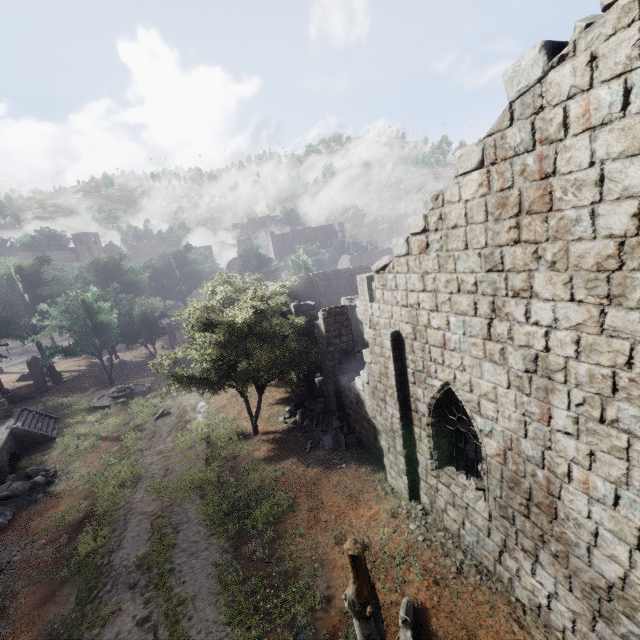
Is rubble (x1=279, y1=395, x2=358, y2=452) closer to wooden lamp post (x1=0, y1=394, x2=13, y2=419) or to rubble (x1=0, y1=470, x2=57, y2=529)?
rubble (x1=0, y1=470, x2=57, y2=529)

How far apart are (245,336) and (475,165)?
12.0m

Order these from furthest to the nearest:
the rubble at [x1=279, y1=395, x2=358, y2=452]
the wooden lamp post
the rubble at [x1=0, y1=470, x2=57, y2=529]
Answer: the wooden lamp post < the rubble at [x1=279, y1=395, x2=358, y2=452] < the rubble at [x1=0, y1=470, x2=57, y2=529]

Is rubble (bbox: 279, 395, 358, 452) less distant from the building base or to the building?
the building

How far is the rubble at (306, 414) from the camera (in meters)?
14.68

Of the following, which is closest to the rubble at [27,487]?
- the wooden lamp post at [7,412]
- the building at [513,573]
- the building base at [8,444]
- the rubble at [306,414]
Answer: the building base at [8,444]

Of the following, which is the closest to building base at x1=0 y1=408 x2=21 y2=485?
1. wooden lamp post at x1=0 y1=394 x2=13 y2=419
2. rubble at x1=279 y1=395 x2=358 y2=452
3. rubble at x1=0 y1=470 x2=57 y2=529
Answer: rubble at x1=0 y1=470 x2=57 y2=529

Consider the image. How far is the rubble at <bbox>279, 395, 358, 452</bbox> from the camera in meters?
14.7
